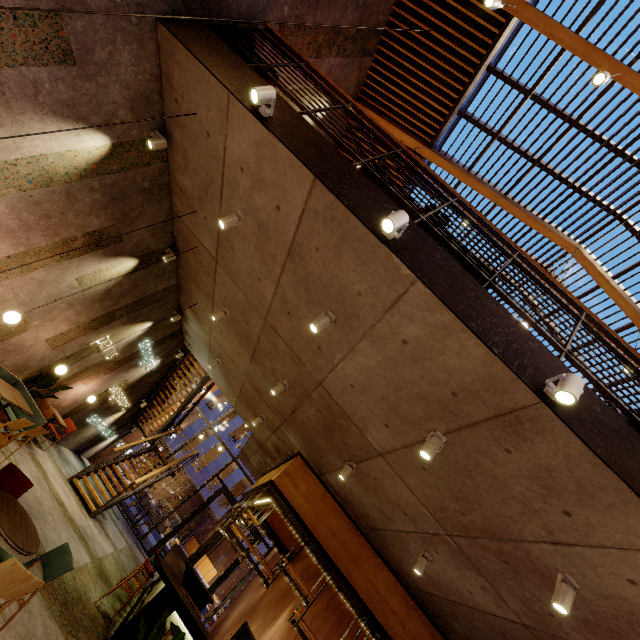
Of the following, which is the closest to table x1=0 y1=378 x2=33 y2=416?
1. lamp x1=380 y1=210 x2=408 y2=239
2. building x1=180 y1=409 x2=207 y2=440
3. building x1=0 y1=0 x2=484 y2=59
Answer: building x1=0 y1=0 x2=484 y2=59

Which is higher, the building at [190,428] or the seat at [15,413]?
the building at [190,428]

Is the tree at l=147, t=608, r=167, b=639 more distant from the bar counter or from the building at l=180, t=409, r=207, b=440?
the building at l=180, t=409, r=207, b=440

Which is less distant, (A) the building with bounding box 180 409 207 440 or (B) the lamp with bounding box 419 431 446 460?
(B) the lamp with bounding box 419 431 446 460

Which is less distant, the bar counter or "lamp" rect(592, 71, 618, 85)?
"lamp" rect(592, 71, 618, 85)

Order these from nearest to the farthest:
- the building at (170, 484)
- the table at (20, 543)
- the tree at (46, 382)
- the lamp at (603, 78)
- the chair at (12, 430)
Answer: the table at (20, 543)
the lamp at (603, 78)
the chair at (12, 430)
the tree at (46, 382)
the building at (170, 484)

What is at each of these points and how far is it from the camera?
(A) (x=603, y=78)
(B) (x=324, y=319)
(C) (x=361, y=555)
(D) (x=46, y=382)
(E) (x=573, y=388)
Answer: (A) lamp, 4.40m
(B) lamp, 4.16m
(C) bar shelf, 7.33m
(D) tree, 7.42m
(E) lamp, 2.52m

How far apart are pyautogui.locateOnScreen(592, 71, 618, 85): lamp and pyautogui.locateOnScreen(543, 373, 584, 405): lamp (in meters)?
4.55
